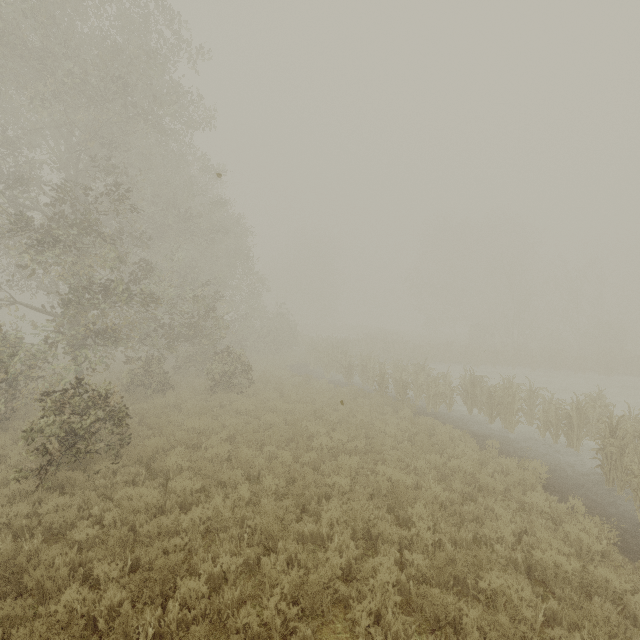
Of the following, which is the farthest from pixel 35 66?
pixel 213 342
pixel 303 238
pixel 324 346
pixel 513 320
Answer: pixel 303 238
